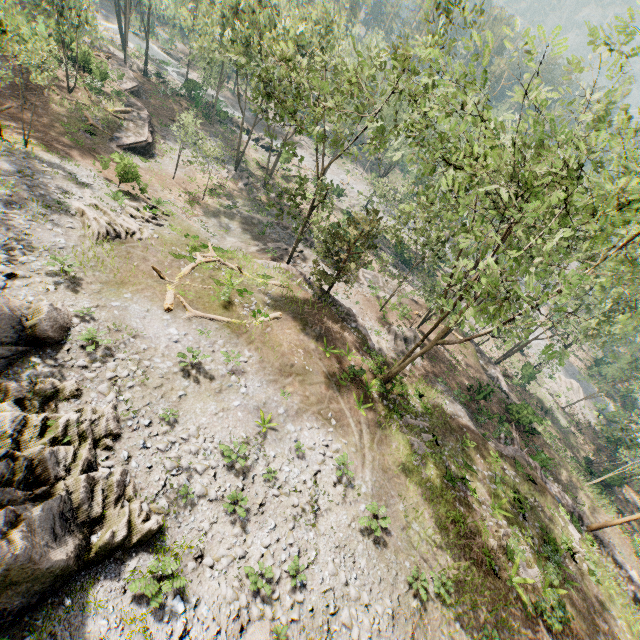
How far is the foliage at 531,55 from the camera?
8.7m

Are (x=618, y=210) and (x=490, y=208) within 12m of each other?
yes

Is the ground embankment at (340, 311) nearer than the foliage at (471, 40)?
No

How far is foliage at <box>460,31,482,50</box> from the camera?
9.53m

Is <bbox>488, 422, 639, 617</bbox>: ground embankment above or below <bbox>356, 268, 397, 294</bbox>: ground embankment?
above

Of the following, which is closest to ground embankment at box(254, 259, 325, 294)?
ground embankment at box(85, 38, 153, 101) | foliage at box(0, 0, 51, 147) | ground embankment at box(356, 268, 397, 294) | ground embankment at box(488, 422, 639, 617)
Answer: foliage at box(0, 0, 51, 147)

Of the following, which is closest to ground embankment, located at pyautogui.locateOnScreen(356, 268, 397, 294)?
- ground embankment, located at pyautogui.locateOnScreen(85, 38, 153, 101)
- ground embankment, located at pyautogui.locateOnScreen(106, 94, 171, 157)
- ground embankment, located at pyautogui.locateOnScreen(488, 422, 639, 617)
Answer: ground embankment, located at pyautogui.locateOnScreen(106, 94, 171, 157)

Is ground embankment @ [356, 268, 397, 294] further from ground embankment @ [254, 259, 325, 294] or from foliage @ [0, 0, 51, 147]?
ground embankment @ [254, 259, 325, 294]
